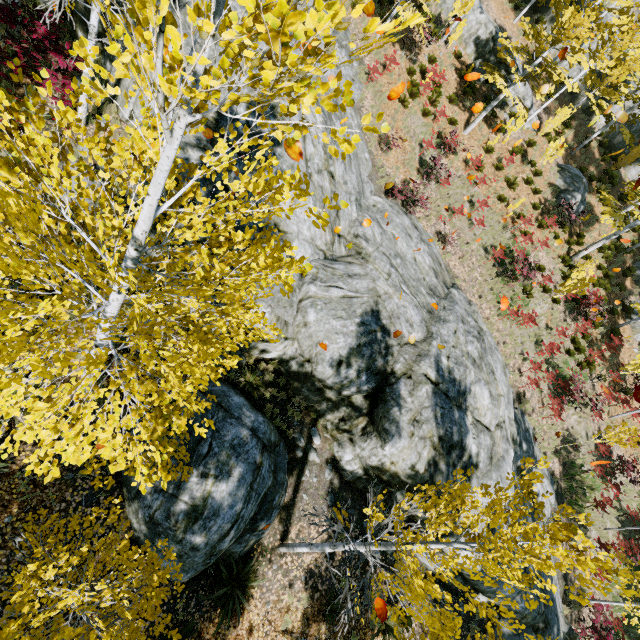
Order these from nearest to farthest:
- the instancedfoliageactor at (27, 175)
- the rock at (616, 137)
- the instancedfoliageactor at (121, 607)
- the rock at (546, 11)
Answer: the instancedfoliageactor at (27, 175) < the instancedfoliageactor at (121, 607) < the rock at (546, 11) < the rock at (616, 137)

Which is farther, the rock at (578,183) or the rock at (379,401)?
the rock at (578,183)

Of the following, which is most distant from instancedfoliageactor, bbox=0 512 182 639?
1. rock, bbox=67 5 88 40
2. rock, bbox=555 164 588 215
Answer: rock, bbox=555 164 588 215

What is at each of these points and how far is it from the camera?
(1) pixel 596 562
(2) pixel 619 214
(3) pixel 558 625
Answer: (1) instancedfoliageactor, 3.82m
(2) instancedfoliageactor, 17.41m
(3) rock, 11.45m

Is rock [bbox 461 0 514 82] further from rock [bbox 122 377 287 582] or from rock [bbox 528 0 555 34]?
rock [bbox 122 377 287 582]

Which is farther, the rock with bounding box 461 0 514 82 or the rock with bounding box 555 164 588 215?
the rock with bounding box 555 164 588 215

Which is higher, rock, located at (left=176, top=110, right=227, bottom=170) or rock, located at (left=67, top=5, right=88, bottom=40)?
rock, located at (left=176, top=110, right=227, bottom=170)

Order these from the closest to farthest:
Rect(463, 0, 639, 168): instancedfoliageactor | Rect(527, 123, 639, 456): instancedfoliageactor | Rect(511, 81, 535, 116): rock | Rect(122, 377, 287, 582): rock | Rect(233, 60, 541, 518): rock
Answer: Rect(122, 377, 287, 582): rock → Rect(233, 60, 541, 518): rock → Rect(463, 0, 639, 168): instancedfoliageactor → Rect(527, 123, 639, 456): instancedfoliageactor → Rect(511, 81, 535, 116): rock
